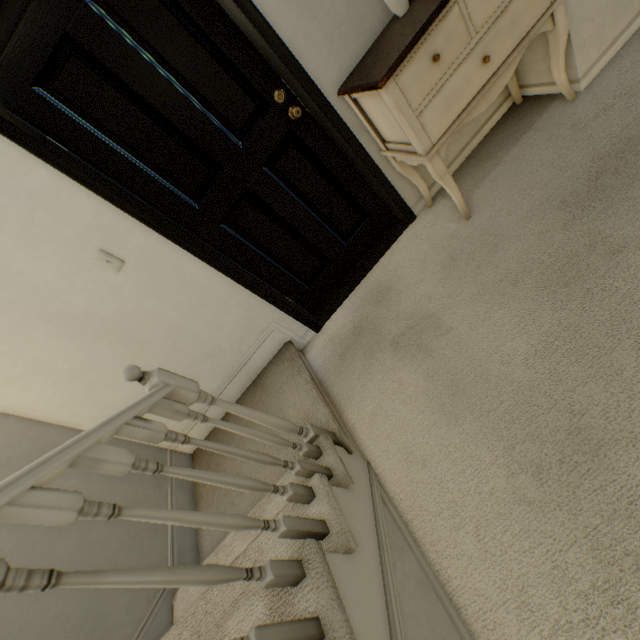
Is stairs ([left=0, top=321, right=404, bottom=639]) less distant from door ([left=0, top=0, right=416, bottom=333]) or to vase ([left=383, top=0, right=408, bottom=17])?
door ([left=0, top=0, right=416, bottom=333])

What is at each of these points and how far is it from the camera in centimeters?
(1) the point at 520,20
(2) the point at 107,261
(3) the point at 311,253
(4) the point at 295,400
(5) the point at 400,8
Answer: (1) hallway dresser, 148cm
(2) light switch, 168cm
(3) door, 231cm
(4) stairs, 204cm
(5) vase, 153cm

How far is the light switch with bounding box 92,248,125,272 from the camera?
1.7m

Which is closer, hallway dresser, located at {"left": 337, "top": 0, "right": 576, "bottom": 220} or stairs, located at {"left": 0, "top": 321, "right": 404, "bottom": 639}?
stairs, located at {"left": 0, "top": 321, "right": 404, "bottom": 639}

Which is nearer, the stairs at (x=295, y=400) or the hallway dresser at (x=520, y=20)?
the stairs at (x=295, y=400)

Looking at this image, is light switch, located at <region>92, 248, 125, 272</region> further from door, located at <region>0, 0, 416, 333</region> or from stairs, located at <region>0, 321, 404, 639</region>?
stairs, located at <region>0, 321, 404, 639</region>

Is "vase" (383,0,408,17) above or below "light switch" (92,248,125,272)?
below

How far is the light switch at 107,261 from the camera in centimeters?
167cm
